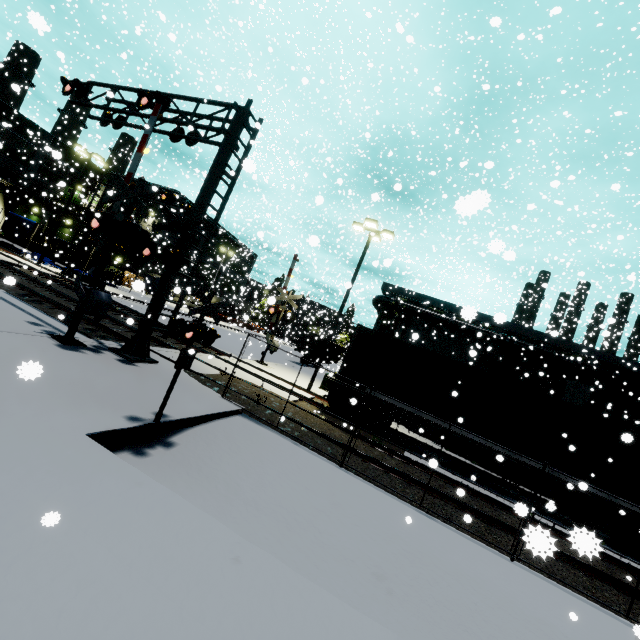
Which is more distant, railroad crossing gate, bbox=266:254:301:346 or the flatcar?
railroad crossing gate, bbox=266:254:301:346

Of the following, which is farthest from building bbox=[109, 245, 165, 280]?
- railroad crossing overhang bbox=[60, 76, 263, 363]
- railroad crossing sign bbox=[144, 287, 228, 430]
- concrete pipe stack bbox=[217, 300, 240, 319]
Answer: railroad crossing sign bbox=[144, 287, 228, 430]

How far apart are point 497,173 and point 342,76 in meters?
36.7

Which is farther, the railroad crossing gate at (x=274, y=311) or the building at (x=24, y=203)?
the building at (x=24, y=203)

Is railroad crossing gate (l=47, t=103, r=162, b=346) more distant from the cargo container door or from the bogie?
the cargo container door

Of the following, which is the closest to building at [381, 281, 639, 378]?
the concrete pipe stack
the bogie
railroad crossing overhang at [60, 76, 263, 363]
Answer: the concrete pipe stack

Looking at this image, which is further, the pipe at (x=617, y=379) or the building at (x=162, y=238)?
the building at (x=162, y=238)

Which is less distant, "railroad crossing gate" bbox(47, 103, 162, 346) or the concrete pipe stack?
"railroad crossing gate" bbox(47, 103, 162, 346)
